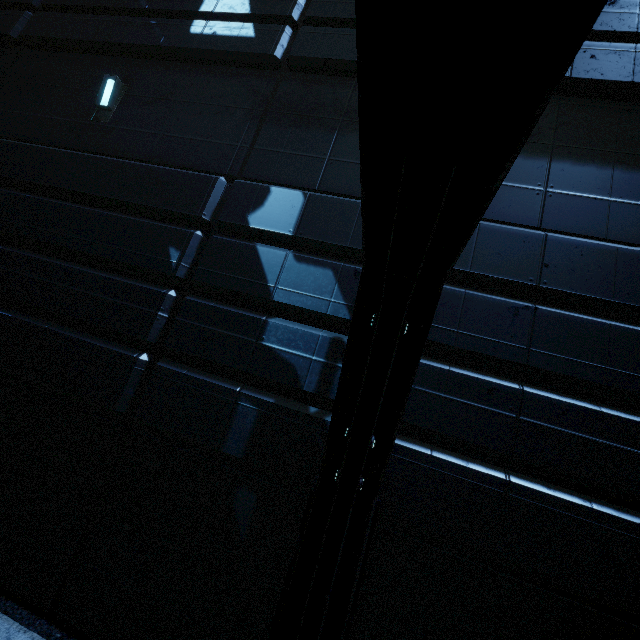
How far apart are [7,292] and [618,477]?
7.88m
